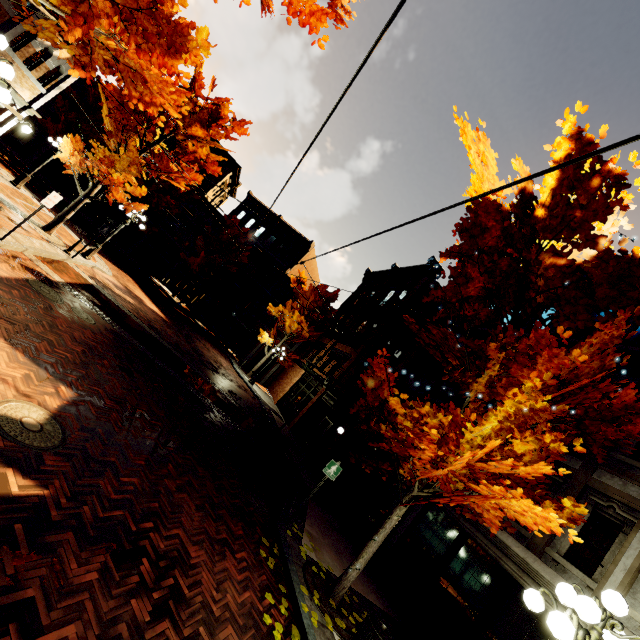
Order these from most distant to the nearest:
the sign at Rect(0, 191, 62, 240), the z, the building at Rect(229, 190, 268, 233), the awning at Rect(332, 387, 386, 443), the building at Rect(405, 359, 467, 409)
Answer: the building at Rect(229, 190, 268, 233), the z, the building at Rect(405, 359, 467, 409), the awning at Rect(332, 387, 386, 443), the sign at Rect(0, 191, 62, 240)

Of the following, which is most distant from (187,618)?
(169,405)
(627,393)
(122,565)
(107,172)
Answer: (107,172)

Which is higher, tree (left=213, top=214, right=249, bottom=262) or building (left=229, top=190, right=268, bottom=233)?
building (left=229, top=190, right=268, bottom=233)

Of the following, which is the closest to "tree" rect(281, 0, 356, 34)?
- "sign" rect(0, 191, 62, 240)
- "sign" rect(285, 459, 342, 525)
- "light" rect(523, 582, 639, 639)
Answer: "light" rect(523, 582, 639, 639)

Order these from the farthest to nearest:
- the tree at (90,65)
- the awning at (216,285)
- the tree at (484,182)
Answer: the awning at (216,285) → the tree at (484,182) → the tree at (90,65)

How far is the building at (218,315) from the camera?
31.25m

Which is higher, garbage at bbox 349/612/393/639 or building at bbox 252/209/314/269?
building at bbox 252/209/314/269
